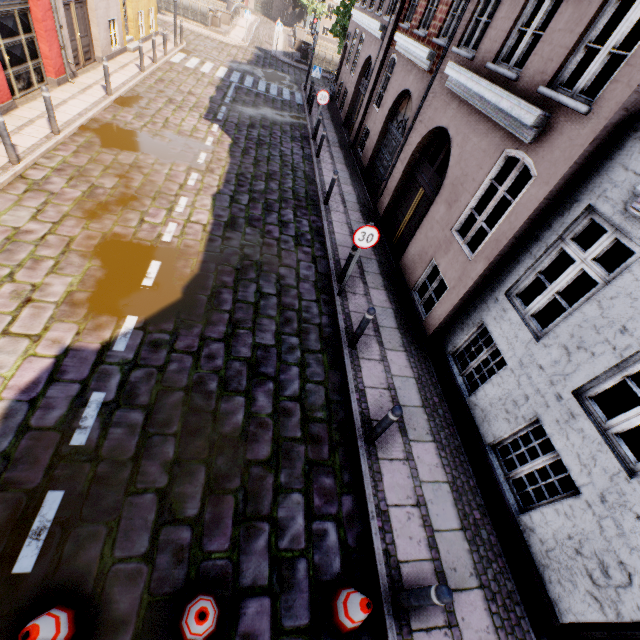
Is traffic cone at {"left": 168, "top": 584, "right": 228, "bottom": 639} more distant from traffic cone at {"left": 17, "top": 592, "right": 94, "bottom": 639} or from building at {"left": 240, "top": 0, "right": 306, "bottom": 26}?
building at {"left": 240, "top": 0, "right": 306, "bottom": 26}

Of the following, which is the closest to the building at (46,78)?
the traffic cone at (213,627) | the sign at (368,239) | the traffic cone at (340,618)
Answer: the sign at (368,239)

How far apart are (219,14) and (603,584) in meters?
36.9 m

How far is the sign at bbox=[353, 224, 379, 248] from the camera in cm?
632

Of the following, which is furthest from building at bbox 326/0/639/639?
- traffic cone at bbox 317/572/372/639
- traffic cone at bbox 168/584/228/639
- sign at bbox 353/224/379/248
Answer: traffic cone at bbox 168/584/228/639

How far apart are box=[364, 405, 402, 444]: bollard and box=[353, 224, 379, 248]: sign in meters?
3.4 m

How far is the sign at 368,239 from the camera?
6.3m

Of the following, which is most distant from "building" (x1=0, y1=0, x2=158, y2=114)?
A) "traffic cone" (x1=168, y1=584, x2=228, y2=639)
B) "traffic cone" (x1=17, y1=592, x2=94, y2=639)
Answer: "traffic cone" (x1=17, y1=592, x2=94, y2=639)
